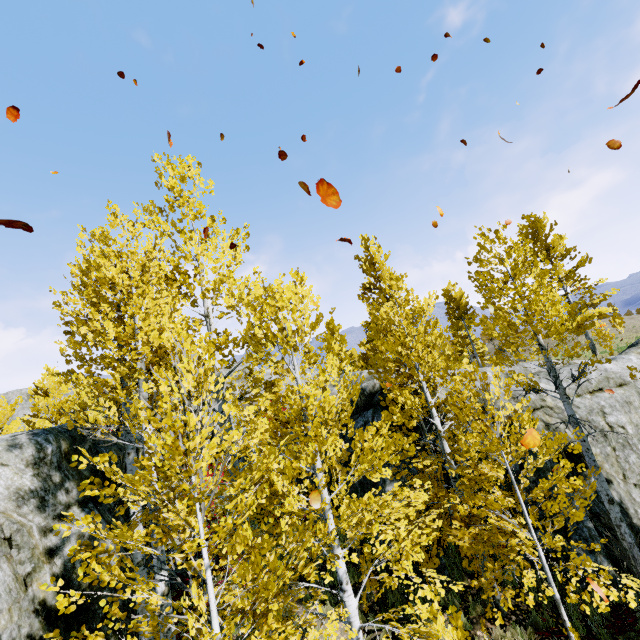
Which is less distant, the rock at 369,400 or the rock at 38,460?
the rock at 38,460

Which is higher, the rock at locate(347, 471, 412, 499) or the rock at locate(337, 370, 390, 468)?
the rock at locate(337, 370, 390, 468)

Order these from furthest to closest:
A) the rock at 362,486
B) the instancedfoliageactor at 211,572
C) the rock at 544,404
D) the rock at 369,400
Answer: the rock at 369,400, the rock at 544,404, the rock at 362,486, the instancedfoliageactor at 211,572

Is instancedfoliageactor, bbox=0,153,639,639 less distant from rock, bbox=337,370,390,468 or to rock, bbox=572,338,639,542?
rock, bbox=572,338,639,542

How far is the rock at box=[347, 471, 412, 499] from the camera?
9.7m

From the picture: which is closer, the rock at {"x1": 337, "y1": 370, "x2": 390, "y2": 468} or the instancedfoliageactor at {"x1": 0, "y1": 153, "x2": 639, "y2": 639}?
the instancedfoliageactor at {"x1": 0, "y1": 153, "x2": 639, "y2": 639}

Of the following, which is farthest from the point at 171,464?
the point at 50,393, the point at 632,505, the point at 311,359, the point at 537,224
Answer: the point at 311,359

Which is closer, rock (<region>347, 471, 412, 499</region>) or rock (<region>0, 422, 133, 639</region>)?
rock (<region>0, 422, 133, 639</region>)
